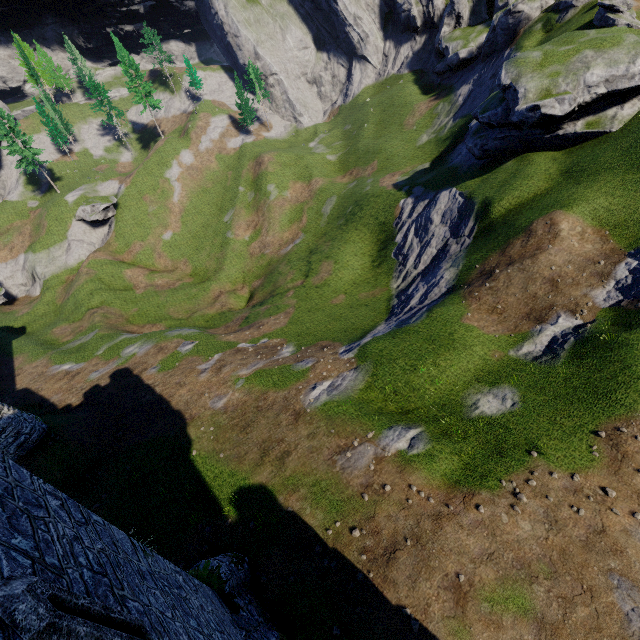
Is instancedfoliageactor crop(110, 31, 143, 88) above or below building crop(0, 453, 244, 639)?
above

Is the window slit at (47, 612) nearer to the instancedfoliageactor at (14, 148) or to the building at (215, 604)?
the building at (215, 604)

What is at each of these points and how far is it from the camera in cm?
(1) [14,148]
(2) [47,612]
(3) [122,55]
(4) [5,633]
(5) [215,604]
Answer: (1) instancedfoliageactor, 5447
(2) window slit, 350
(3) instancedfoliageactor, 5691
(4) building, 308
(5) building, 1008

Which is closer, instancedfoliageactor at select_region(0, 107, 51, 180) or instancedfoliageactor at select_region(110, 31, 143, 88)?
instancedfoliageactor at select_region(0, 107, 51, 180)

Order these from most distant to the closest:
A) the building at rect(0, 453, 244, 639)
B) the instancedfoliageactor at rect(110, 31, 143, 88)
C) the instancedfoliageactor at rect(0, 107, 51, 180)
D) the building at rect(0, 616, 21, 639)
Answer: the instancedfoliageactor at rect(110, 31, 143, 88), the instancedfoliageactor at rect(0, 107, 51, 180), the building at rect(0, 453, 244, 639), the building at rect(0, 616, 21, 639)

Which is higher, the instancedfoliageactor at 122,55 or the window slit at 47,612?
the instancedfoliageactor at 122,55

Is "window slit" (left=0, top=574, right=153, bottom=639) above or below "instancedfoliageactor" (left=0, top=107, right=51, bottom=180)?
below

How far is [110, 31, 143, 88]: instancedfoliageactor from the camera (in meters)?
56.47
